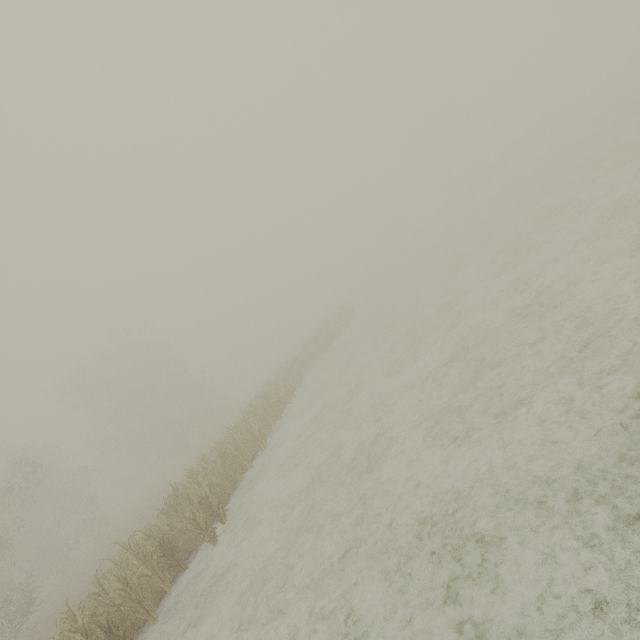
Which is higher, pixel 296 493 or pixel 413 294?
pixel 413 294
